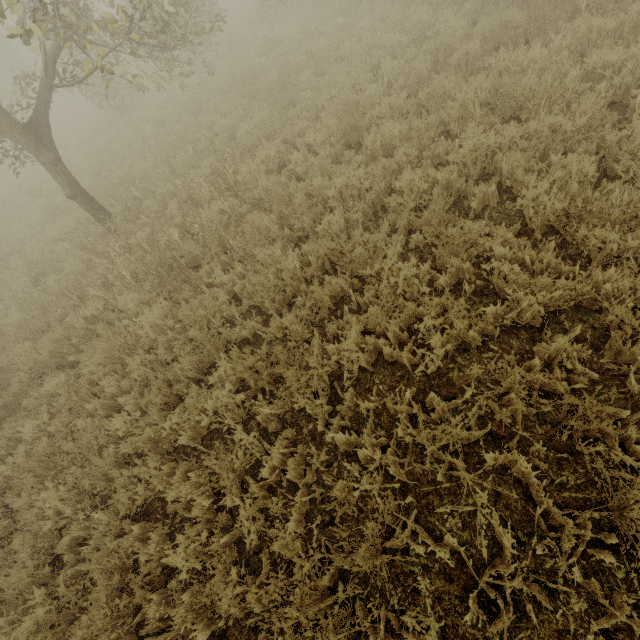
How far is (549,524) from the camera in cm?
264

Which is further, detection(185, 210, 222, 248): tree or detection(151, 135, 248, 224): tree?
detection(151, 135, 248, 224): tree

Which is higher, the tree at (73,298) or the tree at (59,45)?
the tree at (59,45)

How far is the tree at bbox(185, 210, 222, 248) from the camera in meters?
5.8

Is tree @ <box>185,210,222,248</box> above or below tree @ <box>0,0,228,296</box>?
below
